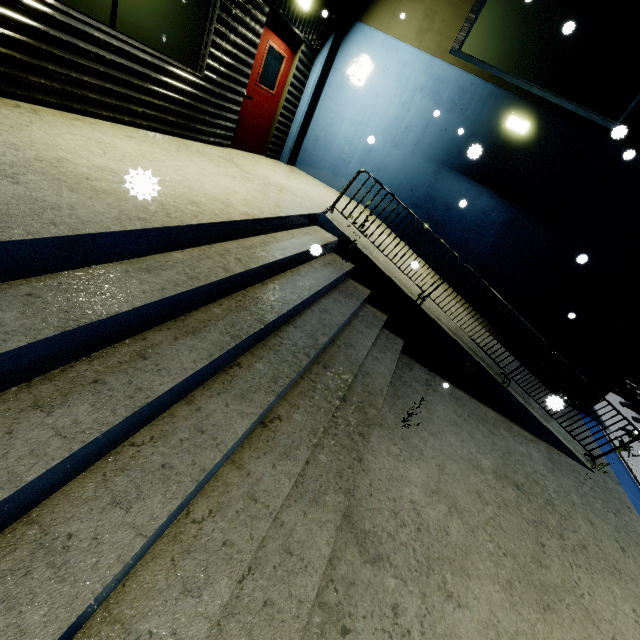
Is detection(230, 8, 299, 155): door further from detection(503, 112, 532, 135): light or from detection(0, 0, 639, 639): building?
detection(503, 112, 532, 135): light

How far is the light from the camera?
6.7m

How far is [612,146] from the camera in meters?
6.7

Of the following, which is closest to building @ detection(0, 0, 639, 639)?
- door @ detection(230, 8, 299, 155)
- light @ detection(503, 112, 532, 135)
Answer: door @ detection(230, 8, 299, 155)

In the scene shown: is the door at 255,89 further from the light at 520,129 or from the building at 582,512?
the light at 520,129

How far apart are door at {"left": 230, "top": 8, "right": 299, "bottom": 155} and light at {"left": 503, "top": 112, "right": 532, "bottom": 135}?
4.8m

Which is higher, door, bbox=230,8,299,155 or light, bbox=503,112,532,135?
light, bbox=503,112,532,135
